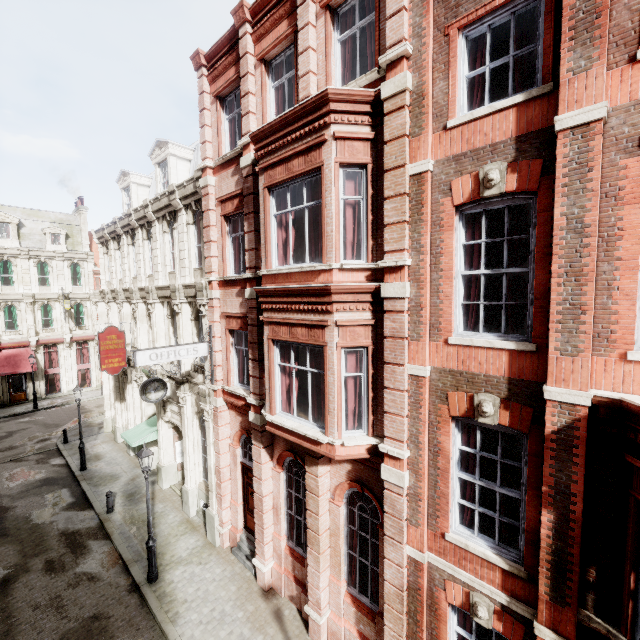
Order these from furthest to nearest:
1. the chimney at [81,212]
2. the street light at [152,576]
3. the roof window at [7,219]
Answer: the chimney at [81,212]
the roof window at [7,219]
the street light at [152,576]

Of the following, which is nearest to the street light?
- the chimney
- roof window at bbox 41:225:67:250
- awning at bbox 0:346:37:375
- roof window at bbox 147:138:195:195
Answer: roof window at bbox 147:138:195:195

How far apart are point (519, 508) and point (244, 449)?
9.1 meters

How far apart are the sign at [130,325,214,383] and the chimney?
30.7 meters

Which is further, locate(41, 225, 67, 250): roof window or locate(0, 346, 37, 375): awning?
locate(41, 225, 67, 250): roof window

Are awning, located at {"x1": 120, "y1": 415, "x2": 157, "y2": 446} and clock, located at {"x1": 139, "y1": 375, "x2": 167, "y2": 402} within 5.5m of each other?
yes

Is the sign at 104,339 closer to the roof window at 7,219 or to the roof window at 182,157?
the roof window at 182,157

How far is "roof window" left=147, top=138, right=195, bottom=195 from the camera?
15.55m
